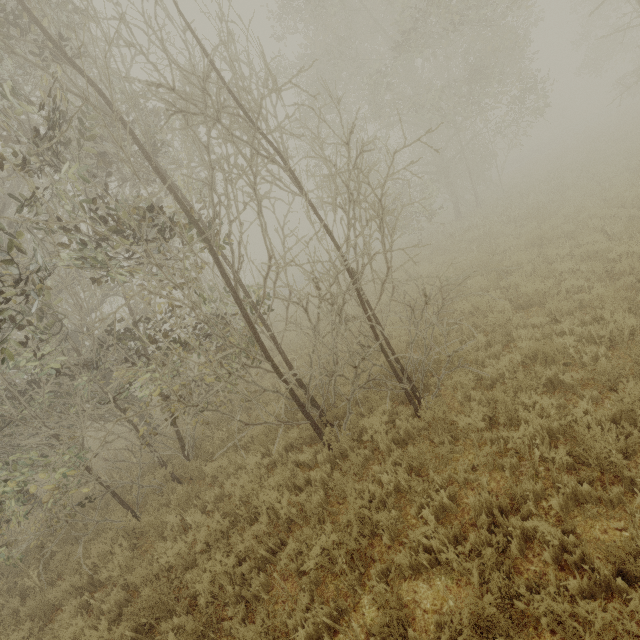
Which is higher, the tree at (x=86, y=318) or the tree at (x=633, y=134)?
the tree at (x=86, y=318)

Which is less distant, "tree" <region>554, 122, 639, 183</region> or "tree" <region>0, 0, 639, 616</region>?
"tree" <region>0, 0, 639, 616</region>

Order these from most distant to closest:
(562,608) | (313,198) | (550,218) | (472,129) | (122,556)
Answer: (472,129) < (550,218) < (122,556) < (313,198) < (562,608)

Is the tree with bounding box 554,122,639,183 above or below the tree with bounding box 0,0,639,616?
below

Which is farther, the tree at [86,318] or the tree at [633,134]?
the tree at [633,134]
